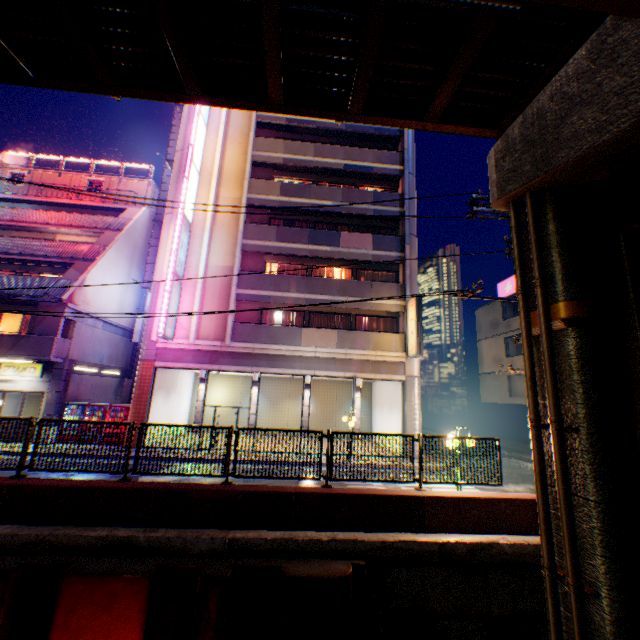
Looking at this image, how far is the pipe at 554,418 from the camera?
5.85m

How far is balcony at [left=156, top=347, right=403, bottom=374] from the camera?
17.8m

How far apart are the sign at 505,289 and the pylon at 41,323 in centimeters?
2892cm

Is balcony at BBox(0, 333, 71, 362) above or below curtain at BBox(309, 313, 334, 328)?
below

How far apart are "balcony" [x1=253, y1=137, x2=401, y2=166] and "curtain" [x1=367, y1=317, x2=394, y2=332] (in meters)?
10.18

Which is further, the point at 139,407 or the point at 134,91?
the point at 139,407

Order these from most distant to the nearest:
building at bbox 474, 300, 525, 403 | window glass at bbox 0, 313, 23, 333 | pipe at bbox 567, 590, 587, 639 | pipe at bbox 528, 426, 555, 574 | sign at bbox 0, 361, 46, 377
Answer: building at bbox 474, 300, 525, 403 → window glass at bbox 0, 313, 23, 333 → sign at bbox 0, 361, 46, 377 → pipe at bbox 528, 426, 555, 574 → pipe at bbox 567, 590, 587, 639

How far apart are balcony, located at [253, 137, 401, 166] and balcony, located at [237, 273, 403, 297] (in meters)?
8.24
